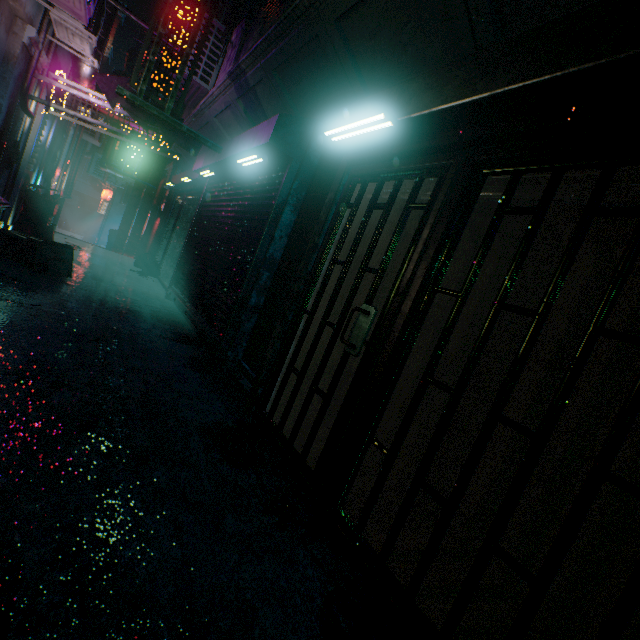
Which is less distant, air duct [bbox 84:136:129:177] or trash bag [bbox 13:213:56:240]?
trash bag [bbox 13:213:56:240]

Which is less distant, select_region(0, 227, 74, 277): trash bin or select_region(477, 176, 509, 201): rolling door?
select_region(477, 176, 509, 201): rolling door

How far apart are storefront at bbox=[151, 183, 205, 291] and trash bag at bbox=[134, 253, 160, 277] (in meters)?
0.02

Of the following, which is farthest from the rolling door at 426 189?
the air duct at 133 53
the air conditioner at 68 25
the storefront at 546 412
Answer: the air duct at 133 53

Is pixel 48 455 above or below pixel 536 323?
below

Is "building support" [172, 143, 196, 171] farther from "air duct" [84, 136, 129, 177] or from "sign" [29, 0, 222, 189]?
"air duct" [84, 136, 129, 177]

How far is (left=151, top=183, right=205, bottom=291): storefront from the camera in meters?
7.4

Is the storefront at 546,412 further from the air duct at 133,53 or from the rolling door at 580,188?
the air duct at 133,53
